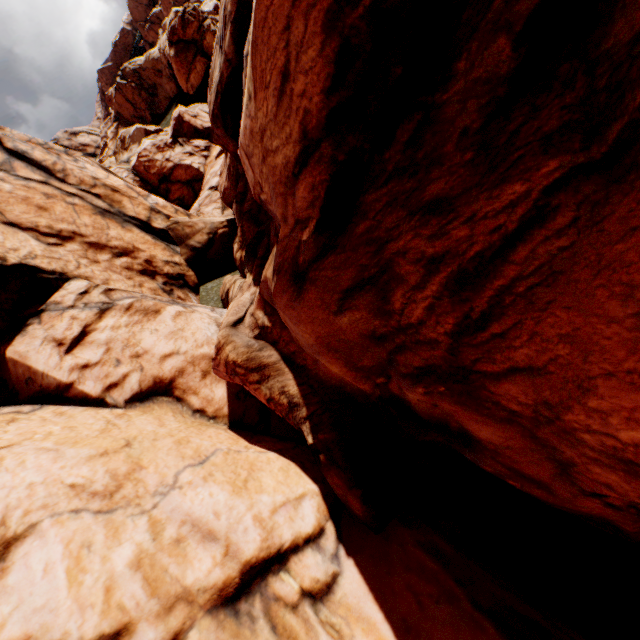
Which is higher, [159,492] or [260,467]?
[159,492]
